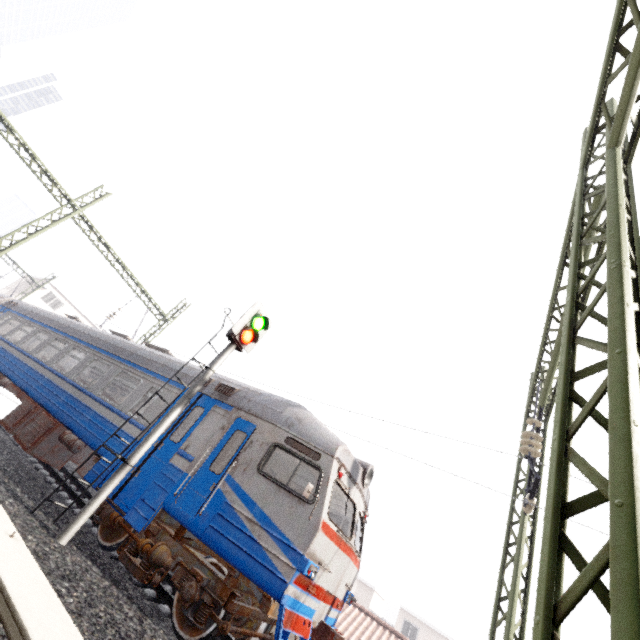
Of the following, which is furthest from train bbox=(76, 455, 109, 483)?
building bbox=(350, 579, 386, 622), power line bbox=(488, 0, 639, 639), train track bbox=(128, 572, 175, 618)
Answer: building bbox=(350, 579, 386, 622)

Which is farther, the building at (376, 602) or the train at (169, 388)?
the building at (376, 602)

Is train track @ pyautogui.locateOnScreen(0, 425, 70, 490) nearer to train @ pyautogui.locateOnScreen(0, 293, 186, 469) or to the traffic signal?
train @ pyautogui.locateOnScreen(0, 293, 186, 469)

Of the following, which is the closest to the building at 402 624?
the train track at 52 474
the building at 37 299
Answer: the building at 37 299

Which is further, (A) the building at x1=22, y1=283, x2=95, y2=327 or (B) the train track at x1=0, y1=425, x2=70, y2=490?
(A) the building at x1=22, y1=283, x2=95, y2=327

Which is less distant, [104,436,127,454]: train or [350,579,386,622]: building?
[104,436,127,454]: train

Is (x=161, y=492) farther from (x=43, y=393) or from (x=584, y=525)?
(x=584, y=525)

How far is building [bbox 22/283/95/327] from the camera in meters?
39.3
